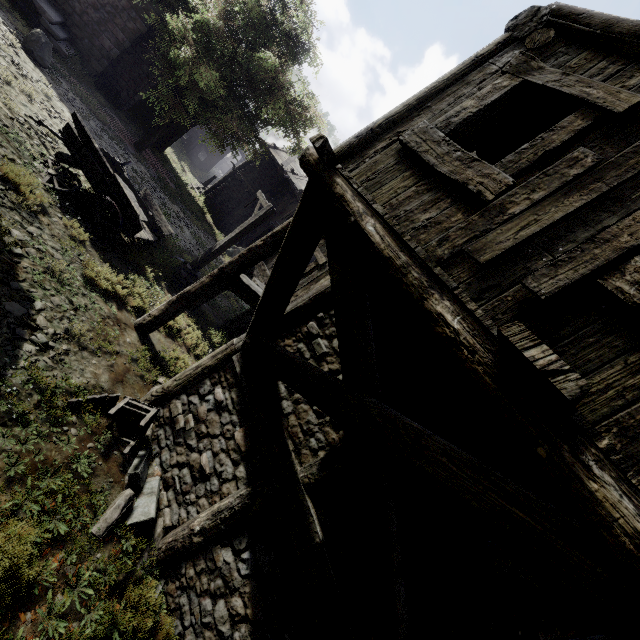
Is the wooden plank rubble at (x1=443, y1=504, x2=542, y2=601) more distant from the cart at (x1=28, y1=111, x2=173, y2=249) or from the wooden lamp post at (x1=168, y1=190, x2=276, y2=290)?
the wooden lamp post at (x1=168, y1=190, x2=276, y2=290)

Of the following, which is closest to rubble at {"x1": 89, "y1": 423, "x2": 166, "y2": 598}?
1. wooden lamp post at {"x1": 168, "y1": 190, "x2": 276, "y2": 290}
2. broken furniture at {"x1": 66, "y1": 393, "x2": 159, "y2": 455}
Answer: broken furniture at {"x1": 66, "y1": 393, "x2": 159, "y2": 455}

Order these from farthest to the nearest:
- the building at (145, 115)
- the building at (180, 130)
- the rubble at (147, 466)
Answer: the building at (180, 130) < the building at (145, 115) < the rubble at (147, 466)

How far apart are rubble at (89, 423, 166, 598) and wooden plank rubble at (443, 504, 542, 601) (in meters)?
3.50

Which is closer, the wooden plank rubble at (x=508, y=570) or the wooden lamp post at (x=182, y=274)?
the wooden plank rubble at (x=508, y=570)

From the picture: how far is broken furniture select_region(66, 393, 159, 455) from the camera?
4.93m

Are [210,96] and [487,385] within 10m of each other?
no

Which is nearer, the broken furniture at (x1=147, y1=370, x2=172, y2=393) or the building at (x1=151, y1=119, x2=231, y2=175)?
the broken furniture at (x1=147, y1=370, x2=172, y2=393)
